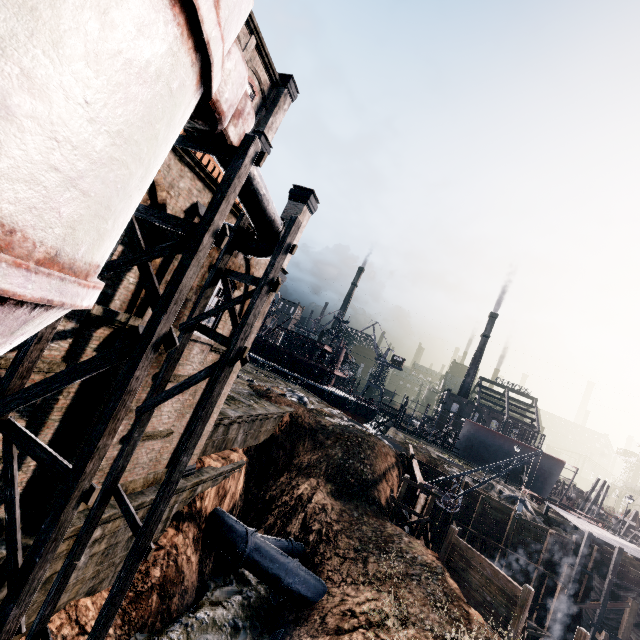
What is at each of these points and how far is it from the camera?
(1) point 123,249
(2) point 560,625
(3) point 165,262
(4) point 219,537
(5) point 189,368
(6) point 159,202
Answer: (1) building, 9.4 meters
(2) wooden scaffolding, 26.7 meters
(3) building, 10.7 meters
(4) pipe, 17.8 meters
(5) building, 13.7 meters
(6) building, 9.7 meters

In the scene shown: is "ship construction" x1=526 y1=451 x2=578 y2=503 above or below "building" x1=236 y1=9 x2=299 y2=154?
below

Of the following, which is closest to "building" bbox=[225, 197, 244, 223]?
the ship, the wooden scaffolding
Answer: the wooden scaffolding

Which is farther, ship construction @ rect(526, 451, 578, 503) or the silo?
ship construction @ rect(526, 451, 578, 503)

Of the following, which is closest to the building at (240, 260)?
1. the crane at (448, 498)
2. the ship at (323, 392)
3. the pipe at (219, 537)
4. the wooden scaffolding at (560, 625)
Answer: the crane at (448, 498)

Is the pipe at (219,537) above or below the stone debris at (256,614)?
above

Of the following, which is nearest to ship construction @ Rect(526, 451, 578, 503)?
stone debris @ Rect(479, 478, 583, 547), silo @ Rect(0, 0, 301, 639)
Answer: stone debris @ Rect(479, 478, 583, 547)

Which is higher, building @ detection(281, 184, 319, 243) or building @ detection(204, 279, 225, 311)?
building @ detection(281, 184, 319, 243)
